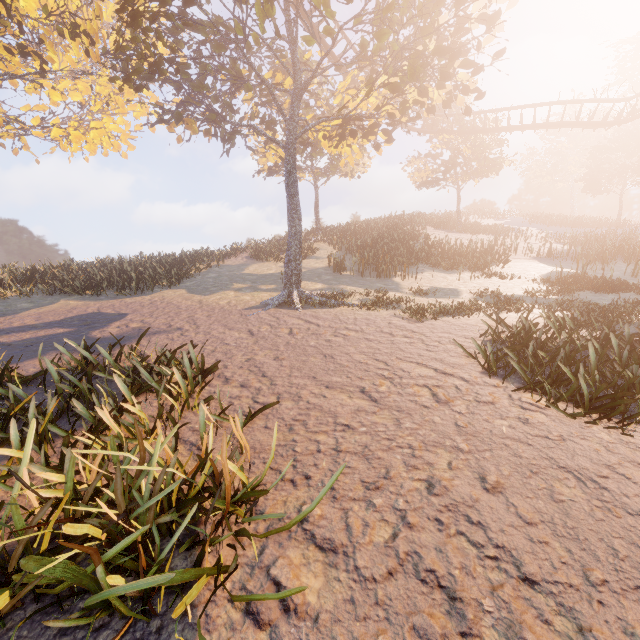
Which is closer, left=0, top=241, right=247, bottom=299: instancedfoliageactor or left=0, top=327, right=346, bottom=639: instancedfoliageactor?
left=0, top=327, right=346, bottom=639: instancedfoliageactor

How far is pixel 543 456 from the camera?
4.23m

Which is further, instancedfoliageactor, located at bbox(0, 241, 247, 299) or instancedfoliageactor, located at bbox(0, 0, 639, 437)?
instancedfoliageactor, located at bbox(0, 241, 247, 299)

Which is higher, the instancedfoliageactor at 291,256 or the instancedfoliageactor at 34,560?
the instancedfoliageactor at 291,256

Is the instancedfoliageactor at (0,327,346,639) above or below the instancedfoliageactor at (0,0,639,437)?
below

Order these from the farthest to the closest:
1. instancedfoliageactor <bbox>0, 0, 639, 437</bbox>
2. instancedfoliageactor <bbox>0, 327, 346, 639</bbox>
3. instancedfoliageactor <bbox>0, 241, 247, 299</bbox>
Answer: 1. instancedfoliageactor <bbox>0, 241, 247, 299</bbox>
2. instancedfoliageactor <bbox>0, 0, 639, 437</bbox>
3. instancedfoliageactor <bbox>0, 327, 346, 639</bbox>
